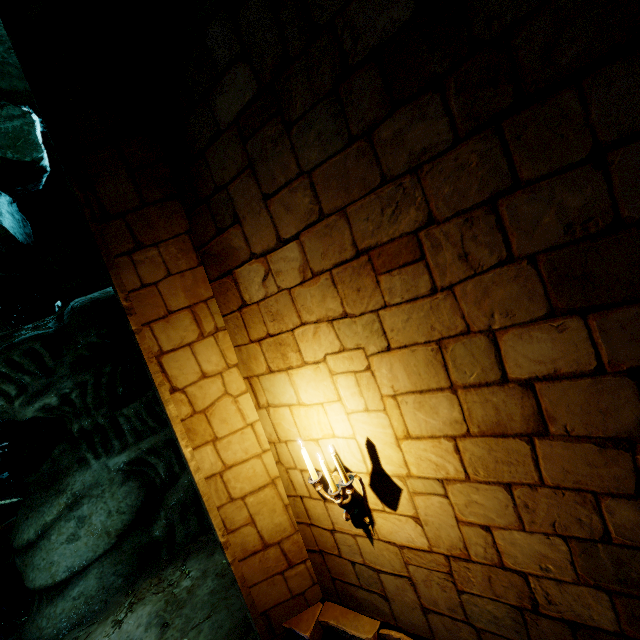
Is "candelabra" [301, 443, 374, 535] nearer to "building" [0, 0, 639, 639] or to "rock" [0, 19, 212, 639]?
"building" [0, 0, 639, 639]

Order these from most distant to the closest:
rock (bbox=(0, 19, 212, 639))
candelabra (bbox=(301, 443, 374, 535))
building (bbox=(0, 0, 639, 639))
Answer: rock (bbox=(0, 19, 212, 639)) < candelabra (bbox=(301, 443, 374, 535)) < building (bbox=(0, 0, 639, 639))

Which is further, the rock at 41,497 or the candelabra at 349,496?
the rock at 41,497

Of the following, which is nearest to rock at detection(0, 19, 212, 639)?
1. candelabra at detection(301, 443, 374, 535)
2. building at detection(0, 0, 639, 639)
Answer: building at detection(0, 0, 639, 639)

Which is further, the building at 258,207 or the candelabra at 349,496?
the candelabra at 349,496

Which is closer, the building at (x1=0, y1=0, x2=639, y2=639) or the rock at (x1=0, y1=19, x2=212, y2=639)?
the building at (x1=0, y1=0, x2=639, y2=639)

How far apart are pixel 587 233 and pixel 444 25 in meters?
1.2
